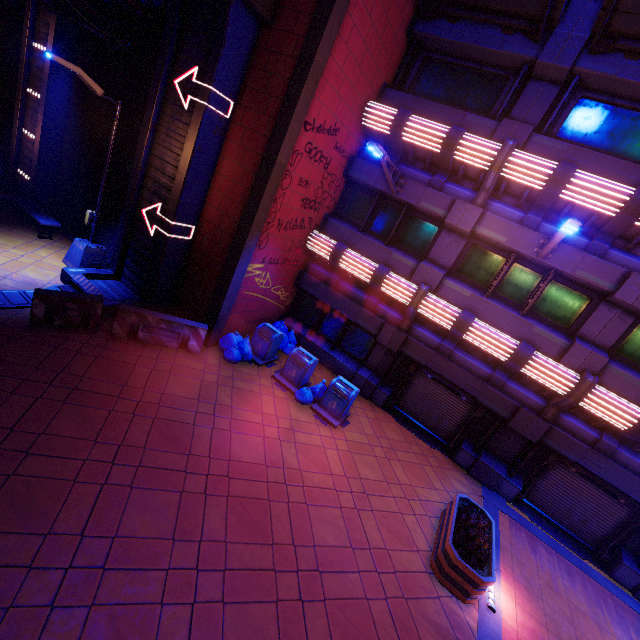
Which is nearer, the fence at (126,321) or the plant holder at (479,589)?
the plant holder at (479,589)

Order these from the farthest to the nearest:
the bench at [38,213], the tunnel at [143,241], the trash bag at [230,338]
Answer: the bench at [38,213] < the trash bag at [230,338] < the tunnel at [143,241]

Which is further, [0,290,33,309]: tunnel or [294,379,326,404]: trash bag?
[294,379,326,404]: trash bag

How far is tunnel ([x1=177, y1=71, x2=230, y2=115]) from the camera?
8.70m

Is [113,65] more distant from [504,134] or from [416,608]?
[416,608]

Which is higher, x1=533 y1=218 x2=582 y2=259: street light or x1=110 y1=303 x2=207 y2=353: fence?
x1=533 y1=218 x2=582 y2=259: street light

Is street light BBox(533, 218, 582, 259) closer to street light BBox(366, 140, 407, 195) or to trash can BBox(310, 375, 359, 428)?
street light BBox(366, 140, 407, 195)

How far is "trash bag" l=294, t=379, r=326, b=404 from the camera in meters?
10.2
